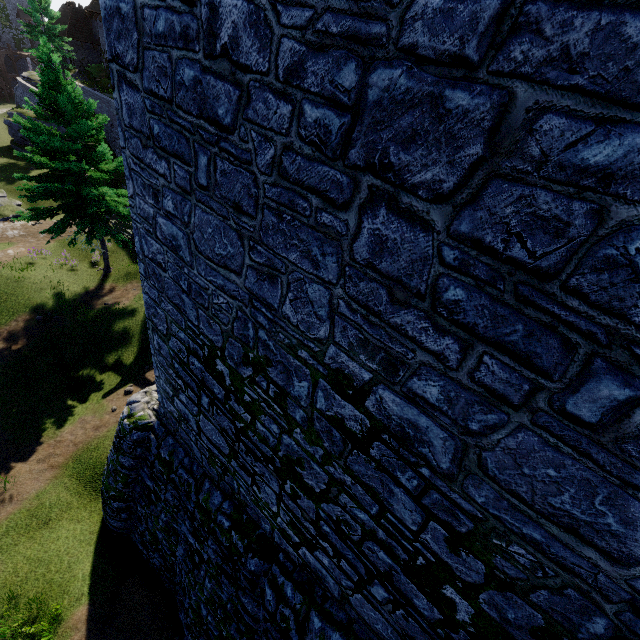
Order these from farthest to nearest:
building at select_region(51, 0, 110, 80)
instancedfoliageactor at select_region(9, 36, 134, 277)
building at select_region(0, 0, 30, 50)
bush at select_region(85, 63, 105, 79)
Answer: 1. building at select_region(0, 0, 30, 50)
2. bush at select_region(85, 63, 105, 79)
3. building at select_region(51, 0, 110, 80)
4. instancedfoliageactor at select_region(9, 36, 134, 277)

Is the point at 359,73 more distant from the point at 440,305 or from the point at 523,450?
the point at 523,450

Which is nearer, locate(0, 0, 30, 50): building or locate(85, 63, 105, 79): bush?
locate(85, 63, 105, 79): bush

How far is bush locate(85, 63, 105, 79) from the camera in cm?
3741

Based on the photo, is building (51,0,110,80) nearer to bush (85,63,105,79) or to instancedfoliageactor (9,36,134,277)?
bush (85,63,105,79)

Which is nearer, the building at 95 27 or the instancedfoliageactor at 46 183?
the instancedfoliageactor at 46 183

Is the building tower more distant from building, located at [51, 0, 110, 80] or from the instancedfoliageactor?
building, located at [51, 0, 110, 80]

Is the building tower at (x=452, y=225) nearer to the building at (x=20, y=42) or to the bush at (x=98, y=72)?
the bush at (x=98, y=72)
